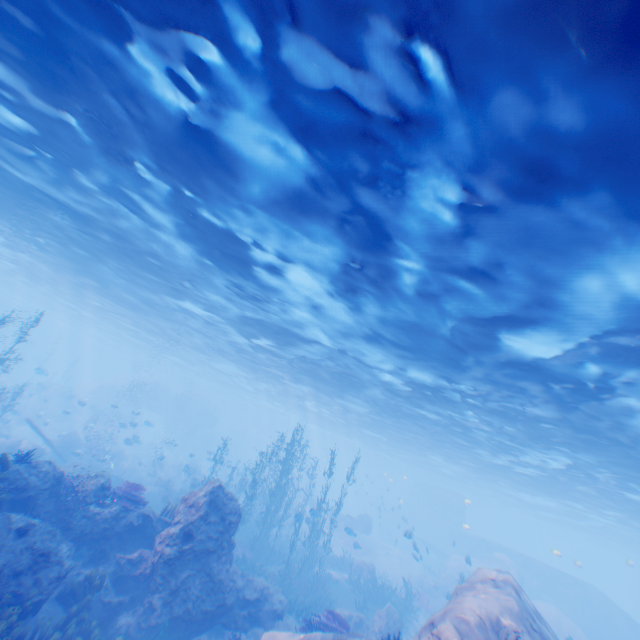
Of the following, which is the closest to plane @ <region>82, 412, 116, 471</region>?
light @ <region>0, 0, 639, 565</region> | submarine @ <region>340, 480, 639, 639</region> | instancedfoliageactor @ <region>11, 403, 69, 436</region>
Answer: instancedfoliageactor @ <region>11, 403, 69, 436</region>

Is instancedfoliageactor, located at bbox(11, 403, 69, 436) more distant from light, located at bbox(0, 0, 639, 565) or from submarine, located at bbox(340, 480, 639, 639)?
submarine, located at bbox(340, 480, 639, 639)

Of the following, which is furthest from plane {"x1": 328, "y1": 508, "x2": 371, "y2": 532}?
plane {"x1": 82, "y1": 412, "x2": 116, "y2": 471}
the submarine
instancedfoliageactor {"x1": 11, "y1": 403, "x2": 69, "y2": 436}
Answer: instancedfoliageactor {"x1": 11, "y1": 403, "x2": 69, "y2": 436}

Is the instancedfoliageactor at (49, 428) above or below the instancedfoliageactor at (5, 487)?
below

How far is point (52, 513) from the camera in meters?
10.3 m

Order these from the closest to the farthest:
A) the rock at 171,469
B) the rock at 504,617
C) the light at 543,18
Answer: the light at 543,18 → the rock at 504,617 → the rock at 171,469

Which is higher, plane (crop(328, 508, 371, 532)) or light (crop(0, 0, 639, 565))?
light (crop(0, 0, 639, 565))

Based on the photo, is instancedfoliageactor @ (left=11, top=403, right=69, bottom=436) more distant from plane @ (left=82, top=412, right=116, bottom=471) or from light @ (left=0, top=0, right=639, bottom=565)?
light @ (left=0, top=0, right=639, bottom=565)
